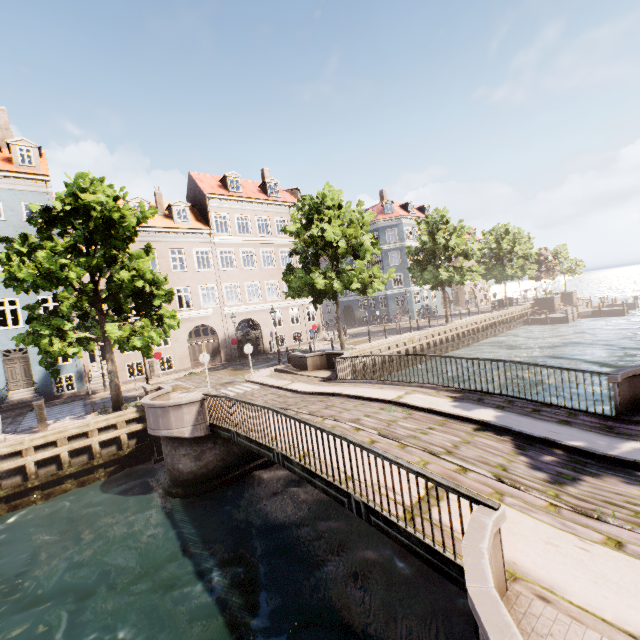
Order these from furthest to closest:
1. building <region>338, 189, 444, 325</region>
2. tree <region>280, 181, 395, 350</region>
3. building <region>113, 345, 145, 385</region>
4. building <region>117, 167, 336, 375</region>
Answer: building <region>338, 189, 444, 325</region> < building <region>117, 167, 336, 375</region> < building <region>113, 345, 145, 385</region> < tree <region>280, 181, 395, 350</region>

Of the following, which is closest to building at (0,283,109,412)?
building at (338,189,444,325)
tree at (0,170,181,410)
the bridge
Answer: tree at (0,170,181,410)

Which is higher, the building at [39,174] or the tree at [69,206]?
the building at [39,174]

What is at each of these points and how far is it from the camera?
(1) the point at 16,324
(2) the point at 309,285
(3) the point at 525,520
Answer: (1) building, 23.9m
(2) tree, 20.4m
(3) bridge, 4.5m

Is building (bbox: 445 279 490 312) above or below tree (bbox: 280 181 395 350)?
below

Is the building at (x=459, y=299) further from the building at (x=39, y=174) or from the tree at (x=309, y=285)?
the building at (x=39, y=174)

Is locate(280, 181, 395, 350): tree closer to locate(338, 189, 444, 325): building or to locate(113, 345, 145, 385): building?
locate(113, 345, 145, 385): building

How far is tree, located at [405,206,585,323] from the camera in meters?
28.7 m
